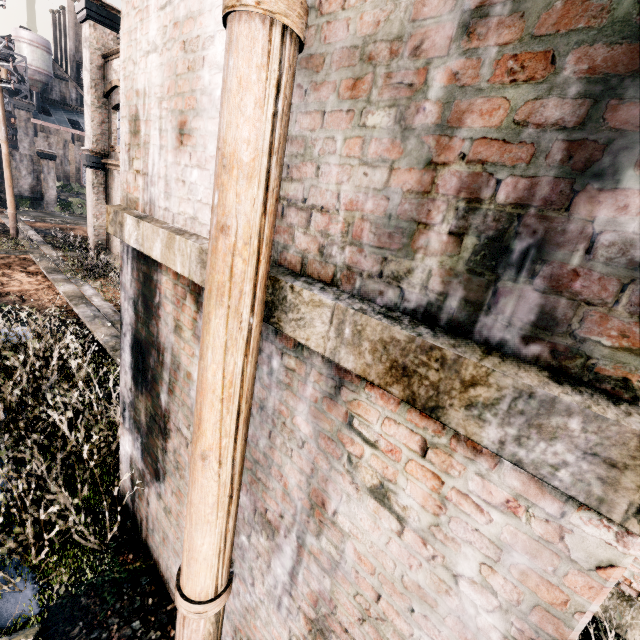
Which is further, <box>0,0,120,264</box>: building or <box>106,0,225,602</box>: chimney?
<box>0,0,120,264</box>: building

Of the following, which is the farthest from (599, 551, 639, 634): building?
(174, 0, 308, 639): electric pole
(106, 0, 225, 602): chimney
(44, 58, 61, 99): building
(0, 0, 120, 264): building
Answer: (44, 58, 61, 99): building

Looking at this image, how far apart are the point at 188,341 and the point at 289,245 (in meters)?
Answer: 1.49

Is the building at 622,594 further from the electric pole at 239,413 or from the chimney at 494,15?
the electric pole at 239,413

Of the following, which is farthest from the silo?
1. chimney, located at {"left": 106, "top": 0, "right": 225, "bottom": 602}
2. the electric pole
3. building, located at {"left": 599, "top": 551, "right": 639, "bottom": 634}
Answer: chimney, located at {"left": 106, "top": 0, "right": 225, "bottom": 602}

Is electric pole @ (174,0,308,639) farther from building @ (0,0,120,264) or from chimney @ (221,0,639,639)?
building @ (0,0,120,264)

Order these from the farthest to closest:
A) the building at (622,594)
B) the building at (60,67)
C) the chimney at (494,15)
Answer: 1. the building at (60,67)
2. the building at (622,594)
3. the chimney at (494,15)

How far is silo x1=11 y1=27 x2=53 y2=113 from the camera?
51.88m
